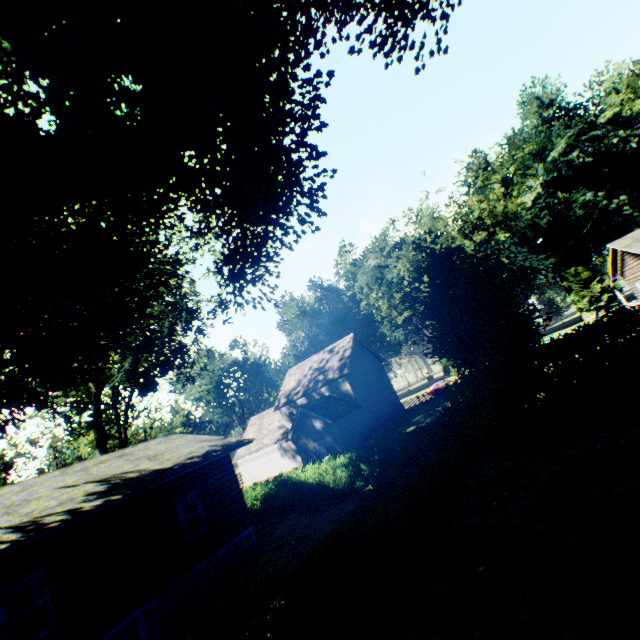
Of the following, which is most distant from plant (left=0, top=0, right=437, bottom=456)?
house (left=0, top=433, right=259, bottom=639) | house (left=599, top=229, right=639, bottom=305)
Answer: house (left=599, top=229, right=639, bottom=305)

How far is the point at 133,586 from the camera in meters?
10.4

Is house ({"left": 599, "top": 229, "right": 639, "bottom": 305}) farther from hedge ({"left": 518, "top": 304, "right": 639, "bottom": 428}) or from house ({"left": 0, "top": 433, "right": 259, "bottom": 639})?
house ({"left": 0, "top": 433, "right": 259, "bottom": 639})

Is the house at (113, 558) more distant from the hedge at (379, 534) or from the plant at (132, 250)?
the hedge at (379, 534)

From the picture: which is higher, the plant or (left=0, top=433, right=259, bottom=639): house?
the plant

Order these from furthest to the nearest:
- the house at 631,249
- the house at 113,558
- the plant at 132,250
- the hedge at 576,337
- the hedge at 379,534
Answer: the house at 631,249 → the hedge at 576,337 → the house at 113,558 → the plant at 132,250 → the hedge at 379,534

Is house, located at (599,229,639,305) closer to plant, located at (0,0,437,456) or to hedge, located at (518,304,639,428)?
hedge, located at (518,304,639,428)

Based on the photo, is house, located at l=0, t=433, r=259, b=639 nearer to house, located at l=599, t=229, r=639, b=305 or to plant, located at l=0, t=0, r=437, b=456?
plant, located at l=0, t=0, r=437, b=456
